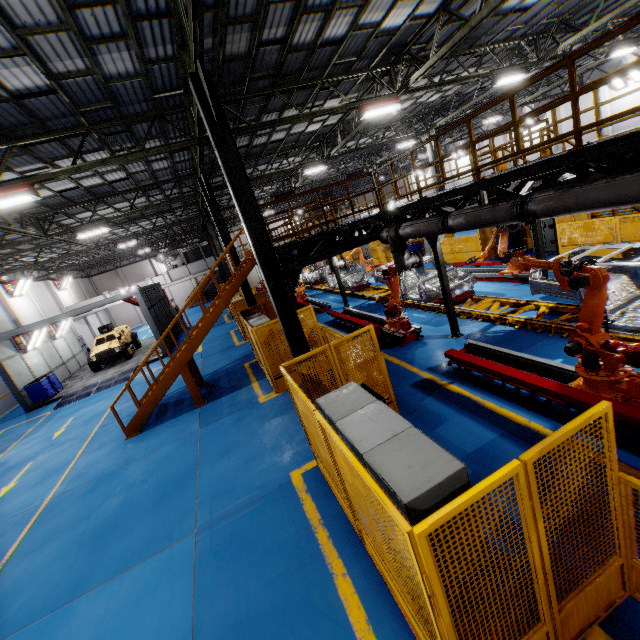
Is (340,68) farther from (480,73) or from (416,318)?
(416,318)

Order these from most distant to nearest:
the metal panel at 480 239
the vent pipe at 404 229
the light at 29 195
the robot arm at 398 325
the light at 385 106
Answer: the metal panel at 480 239 → the light at 385 106 → the robot arm at 398 325 → the light at 29 195 → the vent pipe at 404 229

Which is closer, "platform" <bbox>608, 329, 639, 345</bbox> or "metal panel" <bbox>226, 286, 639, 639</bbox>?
"metal panel" <bbox>226, 286, 639, 639</bbox>

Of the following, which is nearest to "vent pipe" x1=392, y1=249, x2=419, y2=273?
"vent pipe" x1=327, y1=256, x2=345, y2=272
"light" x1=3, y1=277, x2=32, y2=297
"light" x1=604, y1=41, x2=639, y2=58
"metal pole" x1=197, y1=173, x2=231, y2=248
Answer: "vent pipe" x1=327, y1=256, x2=345, y2=272

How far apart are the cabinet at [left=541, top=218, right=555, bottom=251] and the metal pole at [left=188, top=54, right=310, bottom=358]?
13.1m

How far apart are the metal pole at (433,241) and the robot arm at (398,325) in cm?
102

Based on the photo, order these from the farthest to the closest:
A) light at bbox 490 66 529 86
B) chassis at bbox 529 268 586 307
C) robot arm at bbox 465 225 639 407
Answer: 1. light at bbox 490 66 529 86
2. chassis at bbox 529 268 586 307
3. robot arm at bbox 465 225 639 407

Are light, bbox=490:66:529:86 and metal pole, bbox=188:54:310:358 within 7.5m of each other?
no
